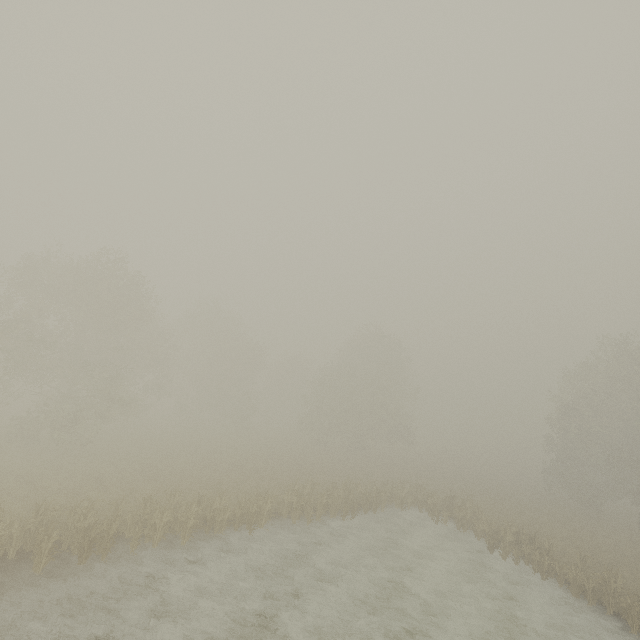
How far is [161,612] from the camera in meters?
11.9
